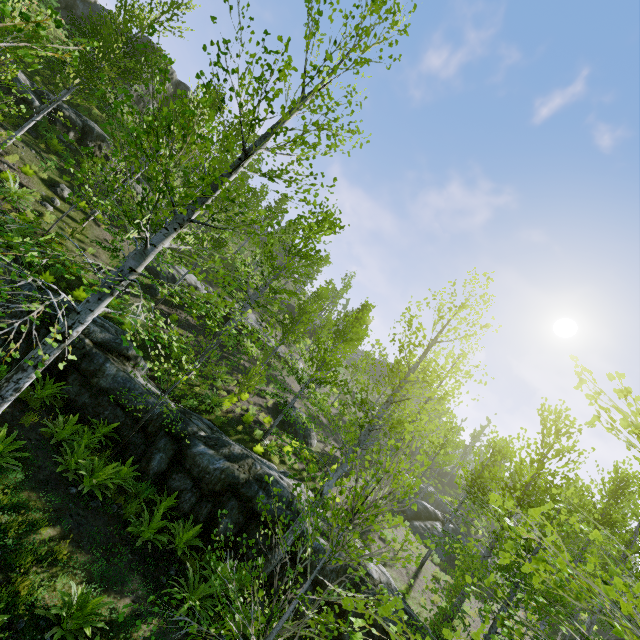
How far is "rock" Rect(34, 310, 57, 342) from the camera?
8.99m

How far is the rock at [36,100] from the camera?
15.22m

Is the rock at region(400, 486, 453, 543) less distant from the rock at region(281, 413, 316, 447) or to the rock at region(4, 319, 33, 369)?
the rock at region(4, 319, 33, 369)

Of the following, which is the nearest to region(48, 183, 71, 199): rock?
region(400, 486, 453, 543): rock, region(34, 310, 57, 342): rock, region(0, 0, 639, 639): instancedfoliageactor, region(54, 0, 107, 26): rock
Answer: region(34, 310, 57, 342): rock

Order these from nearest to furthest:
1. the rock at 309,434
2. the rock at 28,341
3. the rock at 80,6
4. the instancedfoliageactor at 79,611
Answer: the instancedfoliageactor at 79,611 < the rock at 28,341 < the rock at 309,434 < the rock at 80,6

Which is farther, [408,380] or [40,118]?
[40,118]

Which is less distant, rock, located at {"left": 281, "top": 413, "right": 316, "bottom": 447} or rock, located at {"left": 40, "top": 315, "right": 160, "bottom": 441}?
rock, located at {"left": 40, "top": 315, "right": 160, "bottom": 441}

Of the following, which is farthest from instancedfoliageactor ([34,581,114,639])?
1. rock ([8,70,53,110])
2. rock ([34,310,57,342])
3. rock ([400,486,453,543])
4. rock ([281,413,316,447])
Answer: rock ([400,486,453,543])
